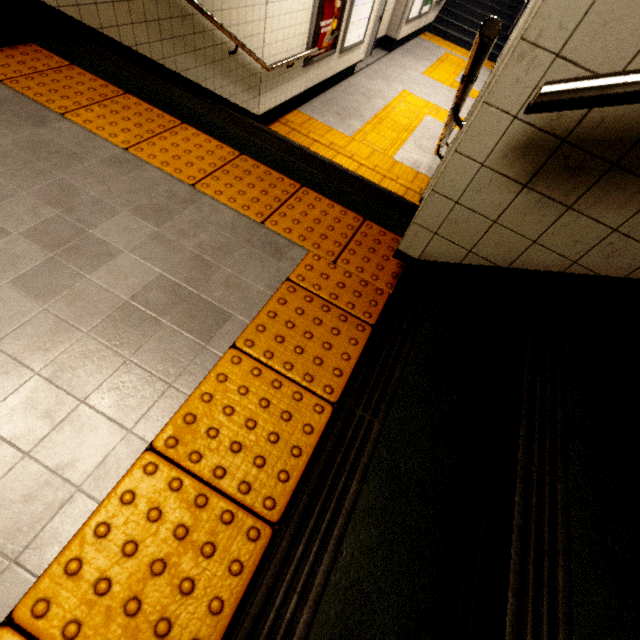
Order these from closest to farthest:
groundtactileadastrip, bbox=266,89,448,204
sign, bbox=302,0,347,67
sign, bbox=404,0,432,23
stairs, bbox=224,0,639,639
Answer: stairs, bbox=224,0,639,639
sign, bbox=302,0,347,67
groundtactileadastrip, bbox=266,89,448,204
sign, bbox=404,0,432,23

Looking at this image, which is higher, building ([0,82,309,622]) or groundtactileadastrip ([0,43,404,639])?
groundtactileadastrip ([0,43,404,639])

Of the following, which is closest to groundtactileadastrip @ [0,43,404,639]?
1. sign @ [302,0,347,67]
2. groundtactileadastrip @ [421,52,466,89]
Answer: groundtactileadastrip @ [421,52,466,89]

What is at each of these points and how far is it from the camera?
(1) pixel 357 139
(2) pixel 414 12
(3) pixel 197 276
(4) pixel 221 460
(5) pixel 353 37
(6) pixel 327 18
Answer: (1) groundtactileadastrip, 6.1m
(2) sign, 9.4m
(3) building, 1.5m
(4) groundtactileadastrip, 1.1m
(5) sign, 6.6m
(6) sign, 5.3m

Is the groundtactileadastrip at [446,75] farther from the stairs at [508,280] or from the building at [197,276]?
the building at [197,276]

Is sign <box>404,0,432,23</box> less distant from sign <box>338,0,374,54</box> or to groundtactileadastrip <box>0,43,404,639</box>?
sign <box>338,0,374,54</box>

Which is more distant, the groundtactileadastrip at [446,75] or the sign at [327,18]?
the groundtactileadastrip at [446,75]

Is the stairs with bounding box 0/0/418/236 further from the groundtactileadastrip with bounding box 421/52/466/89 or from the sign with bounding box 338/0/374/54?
the sign with bounding box 338/0/374/54
